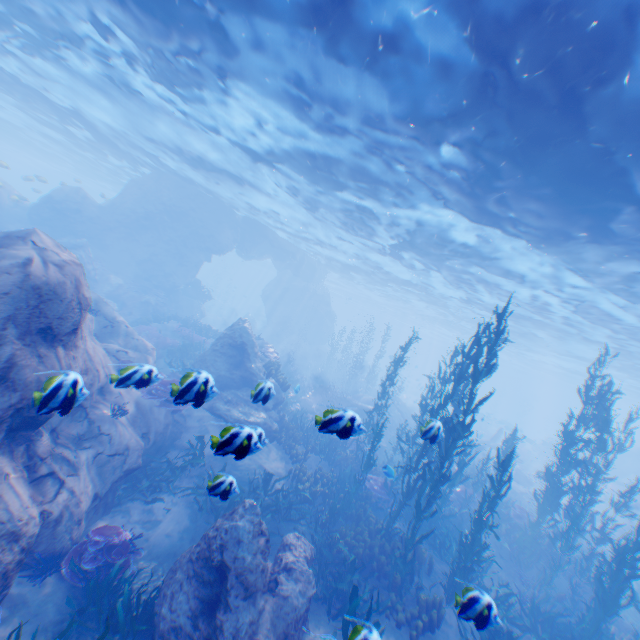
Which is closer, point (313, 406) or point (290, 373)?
point (313, 406)

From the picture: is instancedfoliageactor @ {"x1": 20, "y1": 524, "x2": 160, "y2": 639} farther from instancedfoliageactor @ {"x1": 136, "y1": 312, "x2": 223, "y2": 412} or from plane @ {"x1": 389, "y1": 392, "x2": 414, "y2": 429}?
plane @ {"x1": 389, "y1": 392, "x2": 414, "y2": 429}

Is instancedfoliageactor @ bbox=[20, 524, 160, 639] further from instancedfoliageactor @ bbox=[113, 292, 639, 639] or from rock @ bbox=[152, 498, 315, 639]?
instancedfoliageactor @ bbox=[113, 292, 639, 639]

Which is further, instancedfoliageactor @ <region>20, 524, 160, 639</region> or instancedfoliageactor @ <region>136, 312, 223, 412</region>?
instancedfoliageactor @ <region>20, 524, 160, 639</region>

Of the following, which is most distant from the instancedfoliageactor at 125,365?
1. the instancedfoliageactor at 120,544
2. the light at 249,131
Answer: the light at 249,131

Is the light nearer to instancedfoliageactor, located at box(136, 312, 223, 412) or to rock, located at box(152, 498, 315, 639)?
rock, located at box(152, 498, 315, 639)

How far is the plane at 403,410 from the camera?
26.23m

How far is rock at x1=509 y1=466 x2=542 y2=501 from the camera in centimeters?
2228cm
